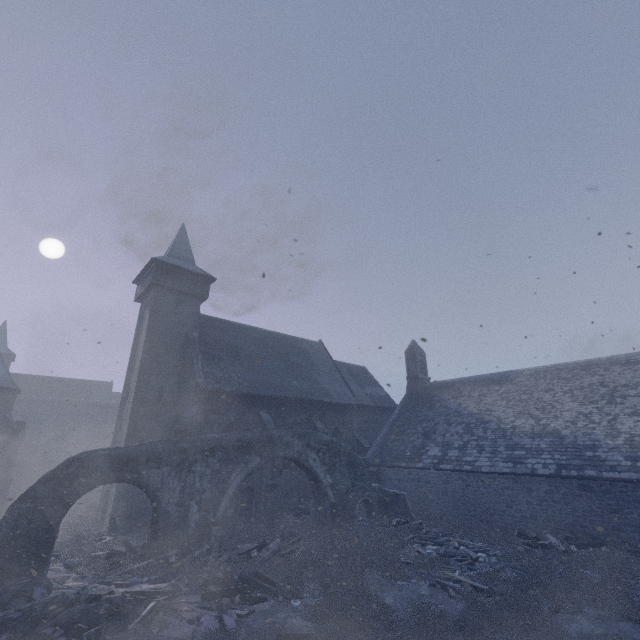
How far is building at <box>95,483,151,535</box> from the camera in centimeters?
1591cm

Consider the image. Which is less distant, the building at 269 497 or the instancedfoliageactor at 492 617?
the instancedfoliageactor at 492 617

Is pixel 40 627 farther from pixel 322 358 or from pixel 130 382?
pixel 322 358

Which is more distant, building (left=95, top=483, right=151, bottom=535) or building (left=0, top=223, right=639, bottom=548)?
building (left=95, top=483, right=151, bottom=535)

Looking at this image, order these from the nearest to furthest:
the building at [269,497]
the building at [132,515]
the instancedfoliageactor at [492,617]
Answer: the instancedfoliageactor at [492,617] → the building at [132,515] → the building at [269,497]

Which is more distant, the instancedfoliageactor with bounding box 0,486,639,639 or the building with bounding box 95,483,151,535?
the building with bounding box 95,483,151,535
